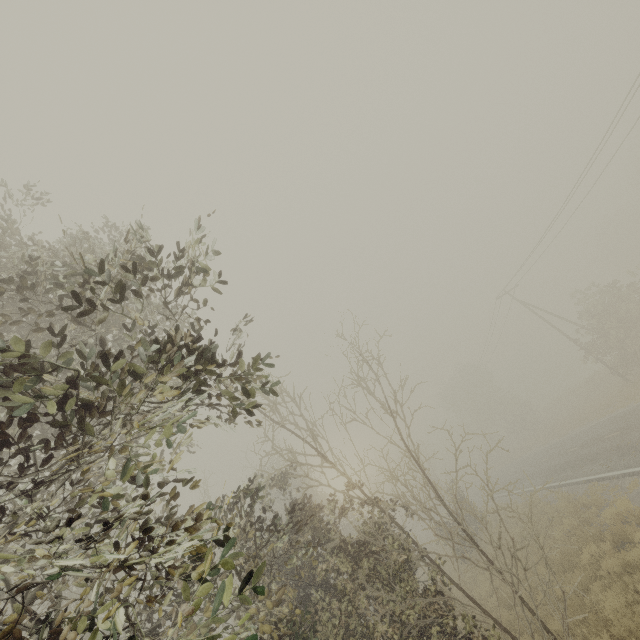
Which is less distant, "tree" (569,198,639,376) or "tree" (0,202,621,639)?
"tree" (0,202,621,639)

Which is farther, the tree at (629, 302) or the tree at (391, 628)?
the tree at (629, 302)

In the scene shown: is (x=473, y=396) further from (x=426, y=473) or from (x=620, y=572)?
(x=426, y=473)
